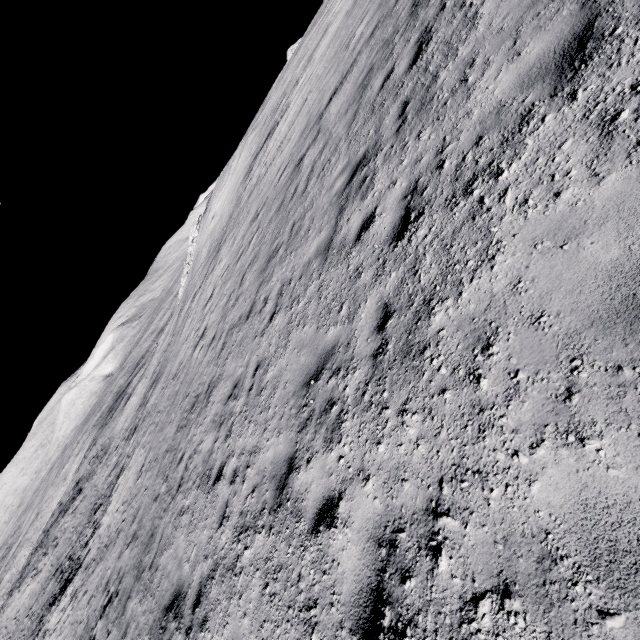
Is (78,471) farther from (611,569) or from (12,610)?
(611,569)
